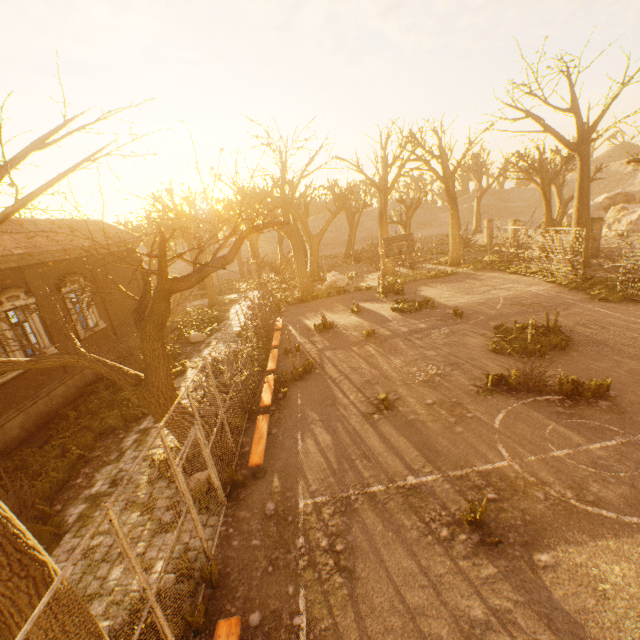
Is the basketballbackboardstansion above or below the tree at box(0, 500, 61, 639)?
above

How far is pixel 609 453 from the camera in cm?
655

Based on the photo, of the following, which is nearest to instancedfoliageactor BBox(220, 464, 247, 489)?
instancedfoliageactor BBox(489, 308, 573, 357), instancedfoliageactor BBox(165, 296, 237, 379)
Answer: instancedfoliageactor BBox(489, 308, 573, 357)

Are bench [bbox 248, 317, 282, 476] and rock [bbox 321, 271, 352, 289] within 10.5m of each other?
no

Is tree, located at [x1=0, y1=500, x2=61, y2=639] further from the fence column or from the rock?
the fence column

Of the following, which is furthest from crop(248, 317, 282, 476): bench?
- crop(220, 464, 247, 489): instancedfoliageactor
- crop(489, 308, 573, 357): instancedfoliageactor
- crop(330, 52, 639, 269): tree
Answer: crop(489, 308, 573, 357): instancedfoliageactor

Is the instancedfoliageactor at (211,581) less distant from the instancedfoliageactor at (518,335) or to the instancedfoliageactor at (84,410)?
the instancedfoliageactor at (84,410)

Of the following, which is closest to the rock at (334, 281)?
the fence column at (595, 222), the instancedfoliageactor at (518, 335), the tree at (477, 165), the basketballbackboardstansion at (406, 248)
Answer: the tree at (477, 165)
